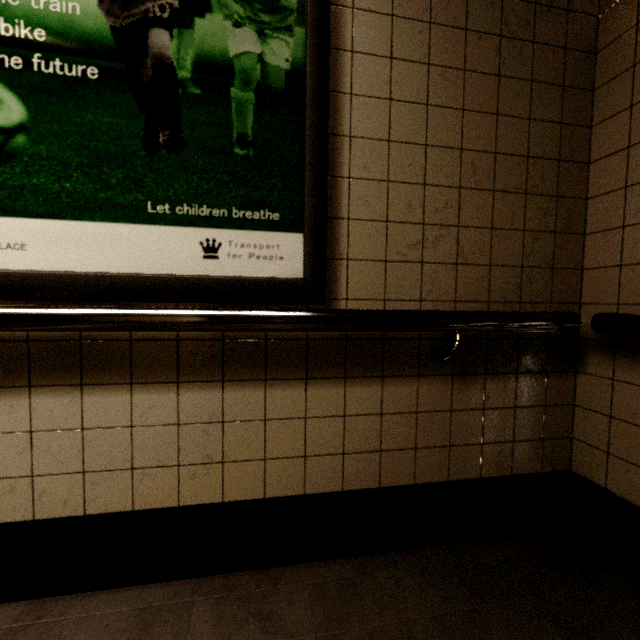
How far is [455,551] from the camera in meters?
1.4
